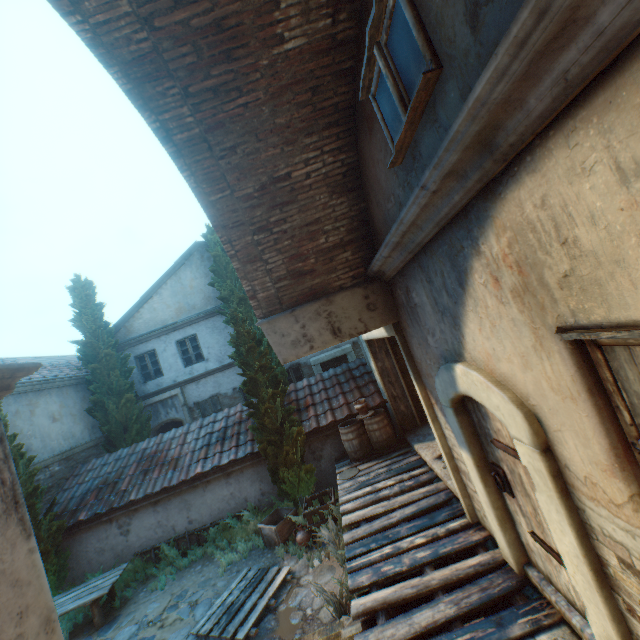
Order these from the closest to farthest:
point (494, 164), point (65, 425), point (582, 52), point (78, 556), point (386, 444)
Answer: point (582, 52) → point (494, 164) → point (386, 444) → point (78, 556) → point (65, 425)

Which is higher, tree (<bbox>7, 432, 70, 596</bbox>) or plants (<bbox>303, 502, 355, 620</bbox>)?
tree (<bbox>7, 432, 70, 596</bbox>)

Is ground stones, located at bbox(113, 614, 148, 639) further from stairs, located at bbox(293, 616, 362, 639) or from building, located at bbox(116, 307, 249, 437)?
building, located at bbox(116, 307, 249, 437)

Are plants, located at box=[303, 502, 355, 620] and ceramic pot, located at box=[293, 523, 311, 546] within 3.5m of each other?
yes

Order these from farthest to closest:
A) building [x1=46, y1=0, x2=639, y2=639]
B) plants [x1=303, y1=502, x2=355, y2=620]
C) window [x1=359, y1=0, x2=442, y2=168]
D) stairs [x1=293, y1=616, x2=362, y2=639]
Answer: plants [x1=303, y1=502, x2=355, y2=620] < stairs [x1=293, y1=616, x2=362, y2=639] < window [x1=359, y1=0, x2=442, y2=168] < building [x1=46, y1=0, x2=639, y2=639]

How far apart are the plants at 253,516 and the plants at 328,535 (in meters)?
1.64

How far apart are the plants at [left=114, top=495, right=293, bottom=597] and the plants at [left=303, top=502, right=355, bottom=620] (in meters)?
1.64

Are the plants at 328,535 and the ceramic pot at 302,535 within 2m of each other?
yes
